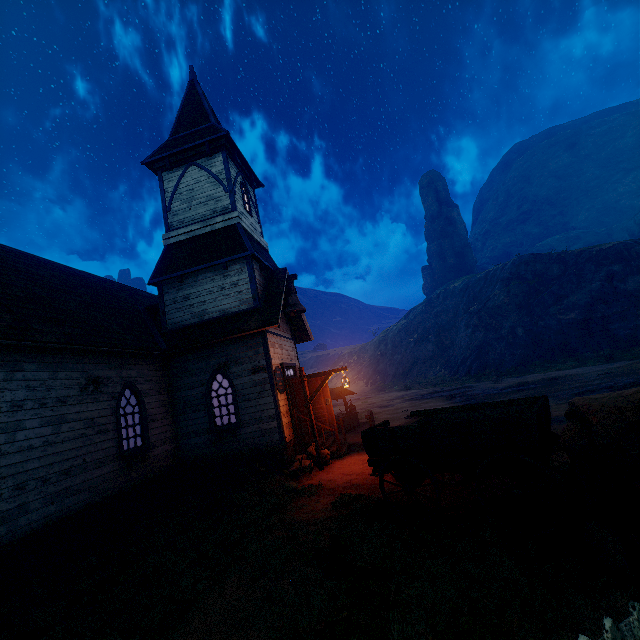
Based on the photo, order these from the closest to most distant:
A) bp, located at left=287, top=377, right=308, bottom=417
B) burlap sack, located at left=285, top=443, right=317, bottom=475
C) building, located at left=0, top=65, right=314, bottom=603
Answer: building, located at left=0, top=65, right=314, bottom=603 → burlap sack, located at left=285, top=443, right=317, bottom=475 → bp, located at left=287, top=377, right=308, bottom=417

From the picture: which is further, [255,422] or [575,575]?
[255,422]

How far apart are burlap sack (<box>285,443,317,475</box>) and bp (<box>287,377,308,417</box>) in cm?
53

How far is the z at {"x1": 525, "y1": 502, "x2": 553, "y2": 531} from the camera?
4.59m

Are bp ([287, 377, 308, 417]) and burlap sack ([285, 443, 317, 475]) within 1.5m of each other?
yes

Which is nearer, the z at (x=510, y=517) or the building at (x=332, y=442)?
the z at (x=510, y=517)

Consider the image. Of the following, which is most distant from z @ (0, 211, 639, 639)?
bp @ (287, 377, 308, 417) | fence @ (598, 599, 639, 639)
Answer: bp @ (287, 377, 308, 417)

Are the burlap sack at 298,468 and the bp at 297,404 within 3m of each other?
yes
